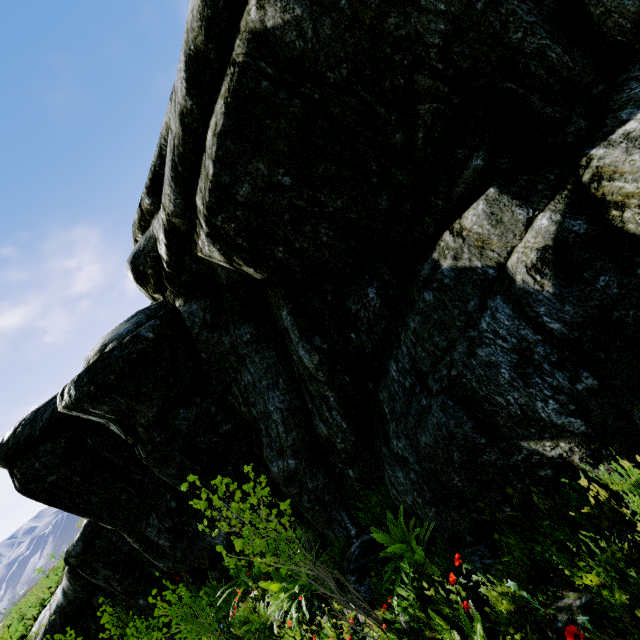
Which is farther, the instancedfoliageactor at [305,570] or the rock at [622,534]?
the instancedfoliageactor at [305,570]

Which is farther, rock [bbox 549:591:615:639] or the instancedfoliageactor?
the instancedfoliageactor

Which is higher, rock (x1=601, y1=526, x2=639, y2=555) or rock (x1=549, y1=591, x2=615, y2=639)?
rock (x1=601, y1=526, x2=639, y2=555)

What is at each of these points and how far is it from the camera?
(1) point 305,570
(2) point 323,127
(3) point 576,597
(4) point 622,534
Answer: (1) instancedfoliageactor, 3.57m
(2) rock, 3.94m
(3) rock, 2.58m
(4) rock, 2.52m
